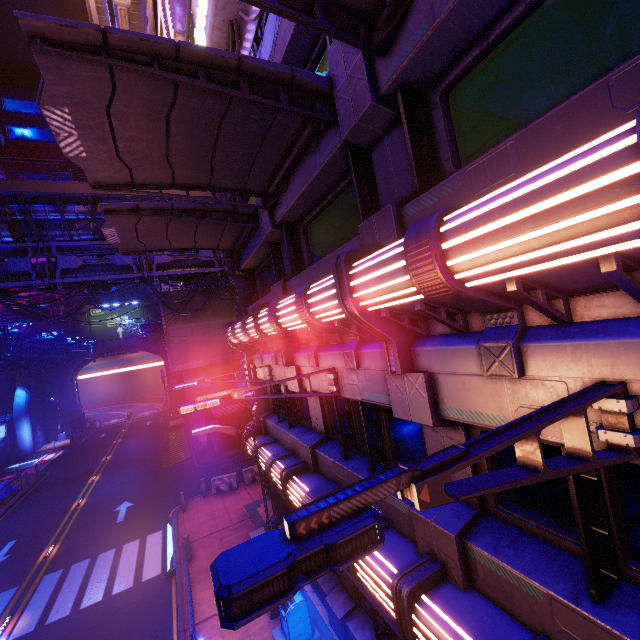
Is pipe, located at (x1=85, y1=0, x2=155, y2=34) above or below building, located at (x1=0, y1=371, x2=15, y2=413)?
above

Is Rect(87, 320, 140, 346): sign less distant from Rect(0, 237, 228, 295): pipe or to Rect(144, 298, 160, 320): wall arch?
Rect(144, 298, 160, 320): wall arch

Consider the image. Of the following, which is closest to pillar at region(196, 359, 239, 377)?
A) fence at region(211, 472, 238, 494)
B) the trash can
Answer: fence at region(211, 472, 238, 494)

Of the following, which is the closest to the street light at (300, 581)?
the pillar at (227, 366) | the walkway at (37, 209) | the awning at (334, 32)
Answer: the awning at (334, 32)

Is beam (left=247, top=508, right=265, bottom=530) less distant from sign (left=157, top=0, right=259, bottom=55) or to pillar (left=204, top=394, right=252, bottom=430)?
pillar (left=204, top=394, right=252, bottom=430)

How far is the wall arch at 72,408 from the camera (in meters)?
44.81

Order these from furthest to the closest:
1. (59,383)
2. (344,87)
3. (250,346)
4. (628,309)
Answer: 1. (59,383)
2. (250,346)
3. (344,87)
4. (628,309)

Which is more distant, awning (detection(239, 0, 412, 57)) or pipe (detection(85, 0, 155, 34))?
pipe (detection(85, 0, 155, 34))
